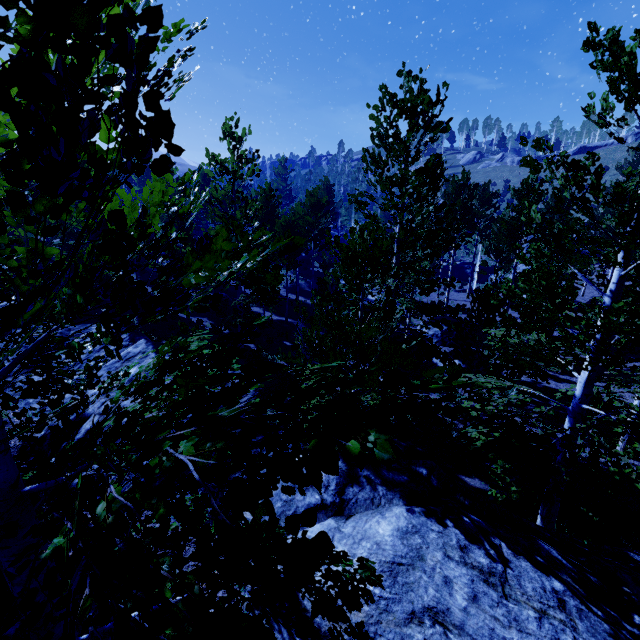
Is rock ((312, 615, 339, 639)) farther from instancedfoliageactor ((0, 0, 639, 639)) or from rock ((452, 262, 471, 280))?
rock ((452, 262, 471, 280))

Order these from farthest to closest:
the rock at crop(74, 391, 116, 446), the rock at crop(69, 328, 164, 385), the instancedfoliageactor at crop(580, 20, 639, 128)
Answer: the rock at crop(69, 328, 164, 385)
the rock at crop(74, 391, 116, 446)
the instancedfoliageactor at crop(580, 20, 639, 128)

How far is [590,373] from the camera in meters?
5.6

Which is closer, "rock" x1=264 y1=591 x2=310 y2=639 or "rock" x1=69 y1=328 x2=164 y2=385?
"rock" x1=264 y1=591 x2=310 y2=639

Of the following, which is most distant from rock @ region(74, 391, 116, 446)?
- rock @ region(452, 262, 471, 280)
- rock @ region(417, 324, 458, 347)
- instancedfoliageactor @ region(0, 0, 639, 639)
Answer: rock @ region(452, 262, 471, 280)

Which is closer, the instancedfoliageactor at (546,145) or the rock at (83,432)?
the instancedfoliageactor at (546,145)

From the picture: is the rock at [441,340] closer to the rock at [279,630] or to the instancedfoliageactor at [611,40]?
the instancedfoliageactor at [611,40]
